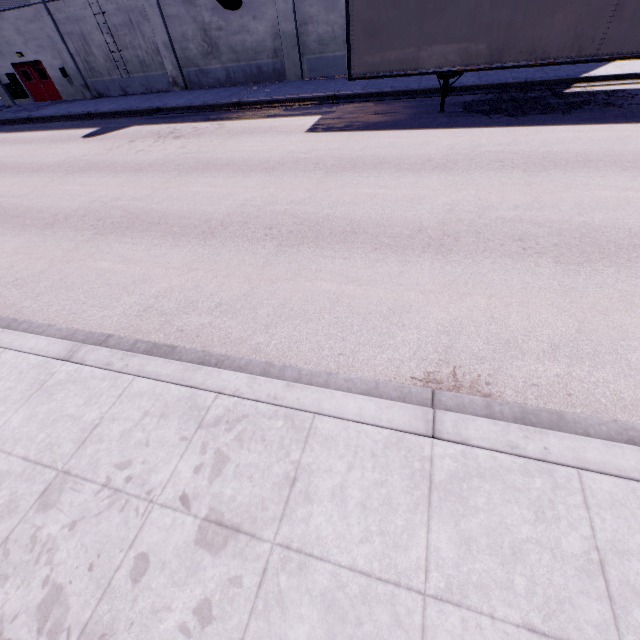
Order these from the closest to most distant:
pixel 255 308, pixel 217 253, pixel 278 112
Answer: pixel 255 308 → pixel 217 253 → pixel 278 112

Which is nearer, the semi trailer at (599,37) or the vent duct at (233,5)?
the semi trailer at (599,37)

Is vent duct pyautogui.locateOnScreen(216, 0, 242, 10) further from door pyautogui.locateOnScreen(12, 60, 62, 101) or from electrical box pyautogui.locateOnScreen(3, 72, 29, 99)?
door pyautogui.locateOnScreen(12, 60, 62, 101)

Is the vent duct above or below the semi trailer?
above

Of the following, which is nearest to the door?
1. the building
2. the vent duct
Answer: the building

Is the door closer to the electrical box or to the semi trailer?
the electrical box

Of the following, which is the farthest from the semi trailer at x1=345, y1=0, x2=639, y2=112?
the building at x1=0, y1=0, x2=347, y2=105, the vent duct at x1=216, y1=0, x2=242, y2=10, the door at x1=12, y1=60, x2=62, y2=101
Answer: the door at x1=12, y1=60, x2=62, y2=101

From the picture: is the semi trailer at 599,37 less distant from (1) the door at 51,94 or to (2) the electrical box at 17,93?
(2) the electrical box at 17,93
